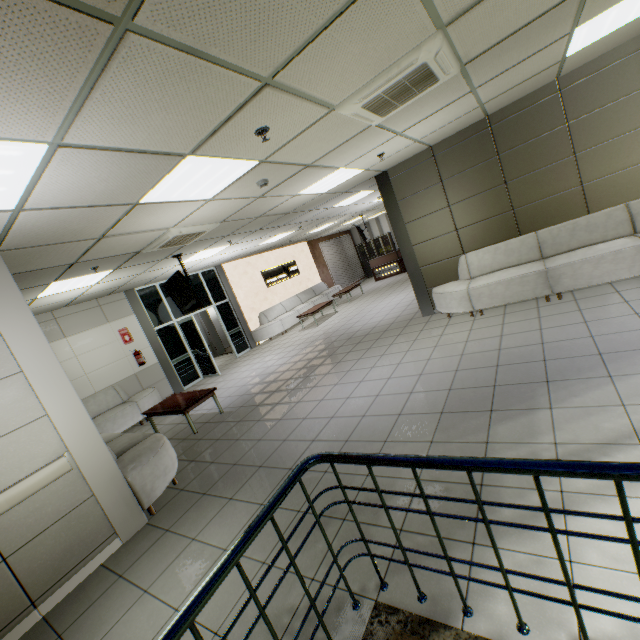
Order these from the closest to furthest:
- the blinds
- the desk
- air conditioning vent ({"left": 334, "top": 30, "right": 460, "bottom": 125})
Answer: air conditioning vent ({"left": 334, "top": 30, "right": 460, "bottom": 125}), the desk, the blinds

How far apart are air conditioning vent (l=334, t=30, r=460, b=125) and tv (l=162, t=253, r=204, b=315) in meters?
4.3

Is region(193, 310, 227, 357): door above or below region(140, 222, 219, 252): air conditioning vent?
below

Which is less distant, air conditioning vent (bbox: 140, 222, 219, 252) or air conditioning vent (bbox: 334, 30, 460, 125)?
air conditioning vent (bbox: 334, 30, 460, 125)

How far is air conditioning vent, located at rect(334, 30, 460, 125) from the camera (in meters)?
2.59

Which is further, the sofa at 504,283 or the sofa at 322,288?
the sofa at 322,288

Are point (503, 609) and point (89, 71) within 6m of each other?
yes

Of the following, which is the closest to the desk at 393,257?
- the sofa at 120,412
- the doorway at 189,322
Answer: the doorway at 189,322
